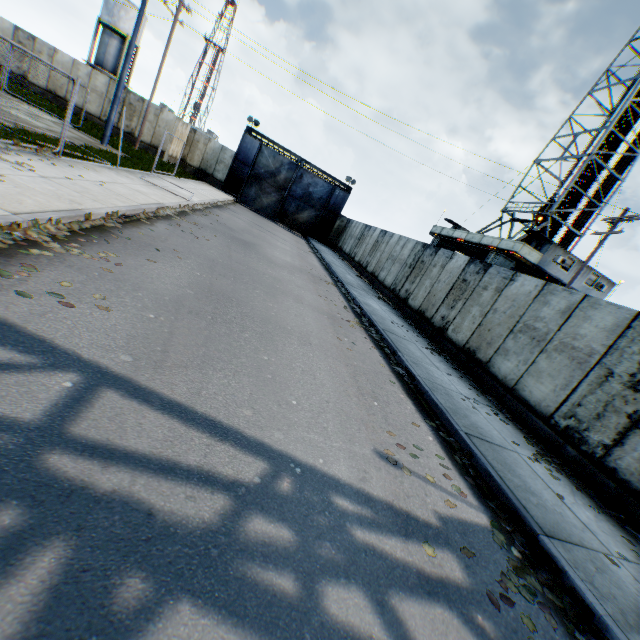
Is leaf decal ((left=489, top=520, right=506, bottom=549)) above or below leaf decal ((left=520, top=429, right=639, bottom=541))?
below

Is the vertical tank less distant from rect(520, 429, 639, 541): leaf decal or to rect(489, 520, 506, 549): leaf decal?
rect(520, 429, 639, 541): leaf decal

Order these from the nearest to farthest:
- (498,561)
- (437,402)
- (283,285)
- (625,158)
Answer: (498,561) → (437,402) → (283,285) → (625,158)

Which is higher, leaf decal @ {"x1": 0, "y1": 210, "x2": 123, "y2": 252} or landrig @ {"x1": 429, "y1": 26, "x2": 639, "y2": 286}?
landrig @ {"x1": 429, "y1": 26, "x2": 639, "y2": 286}

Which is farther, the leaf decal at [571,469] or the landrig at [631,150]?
the landrig at [631,150]

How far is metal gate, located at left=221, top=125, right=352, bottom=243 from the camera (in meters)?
29.42

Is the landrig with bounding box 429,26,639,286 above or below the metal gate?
above

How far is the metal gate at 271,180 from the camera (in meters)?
29.42
